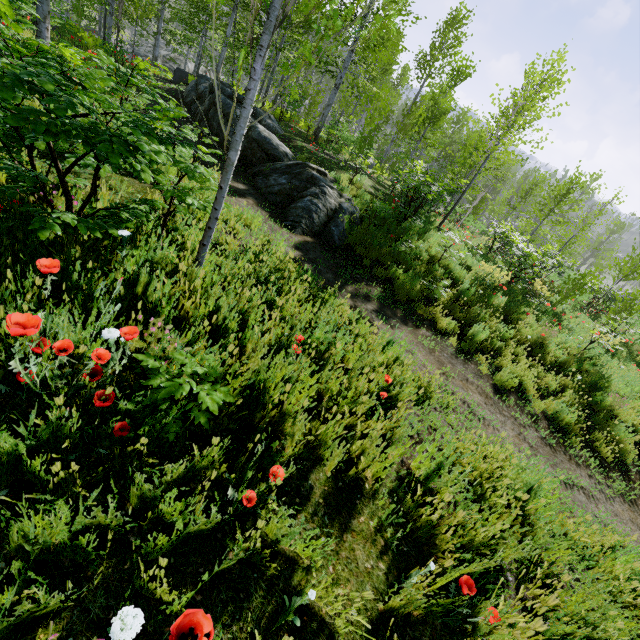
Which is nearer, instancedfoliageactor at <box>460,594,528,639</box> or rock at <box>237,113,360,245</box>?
instancedfoliageactor at <box>460,594,528,639</box>

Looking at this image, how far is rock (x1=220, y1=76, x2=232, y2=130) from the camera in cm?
1045

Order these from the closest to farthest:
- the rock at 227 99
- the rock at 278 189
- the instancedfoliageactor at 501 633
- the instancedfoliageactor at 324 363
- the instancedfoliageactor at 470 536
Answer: the instancedfoliageactor at 501 633 < the instancedfoliageactor at 470 536 < the instancedfoliageactor at 324 363 < the rock at 278 189 < the rock at 227 99

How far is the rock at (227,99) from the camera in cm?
1045

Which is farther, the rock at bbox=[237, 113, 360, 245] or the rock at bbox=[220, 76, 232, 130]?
the rock at bbox=[220, 76, 232, 130]

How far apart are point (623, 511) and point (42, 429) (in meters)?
7.52

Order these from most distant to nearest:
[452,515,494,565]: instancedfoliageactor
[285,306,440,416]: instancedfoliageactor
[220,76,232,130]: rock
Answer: [220,76,232,130]: rock < [285,306,440,416]: instancedfoliageactor < [452,515,494,565]: instancedfoliageactor
